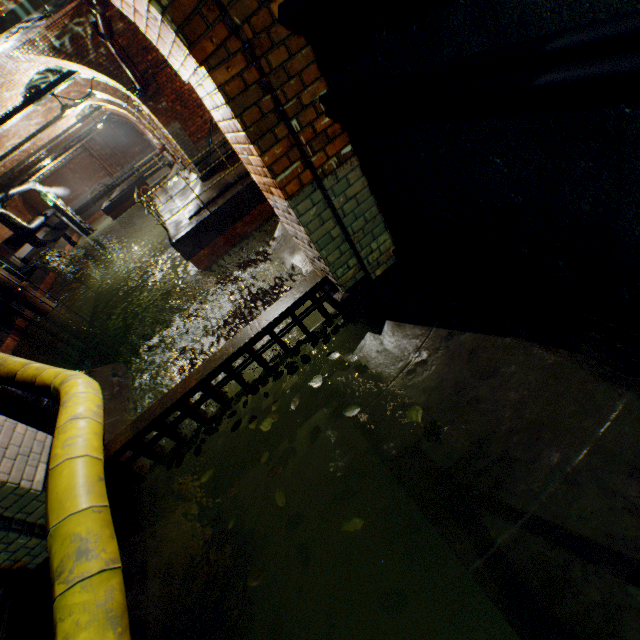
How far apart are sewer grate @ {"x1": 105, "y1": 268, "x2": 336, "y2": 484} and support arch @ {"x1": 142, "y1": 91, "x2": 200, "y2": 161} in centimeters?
854cm

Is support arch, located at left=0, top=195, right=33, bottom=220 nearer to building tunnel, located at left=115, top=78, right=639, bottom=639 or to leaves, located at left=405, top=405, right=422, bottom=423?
building tunnel, located at left=115, top=78, right=639, bottom=639

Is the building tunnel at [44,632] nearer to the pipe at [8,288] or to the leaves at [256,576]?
the leaves at [256,576]

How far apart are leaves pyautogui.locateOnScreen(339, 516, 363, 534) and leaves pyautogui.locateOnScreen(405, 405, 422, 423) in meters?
0.8

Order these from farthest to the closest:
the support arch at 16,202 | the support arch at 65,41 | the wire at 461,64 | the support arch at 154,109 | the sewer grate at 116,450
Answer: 1. the support arch at 16,202
2. the support arch at 154,109
3. the support arch at 65,41
4. the sewer grate at 116,450
5. the wire at 461,64

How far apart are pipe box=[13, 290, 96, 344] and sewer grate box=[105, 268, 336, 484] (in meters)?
17.99

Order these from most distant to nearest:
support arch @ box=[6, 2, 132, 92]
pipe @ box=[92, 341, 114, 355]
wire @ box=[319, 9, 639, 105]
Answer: pipe @ box=[92, 341, 114, 355], support arch @ box=[6, 2, 132, 92], wire @ box=[319, 9, 639, 105]

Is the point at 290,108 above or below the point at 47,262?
above
